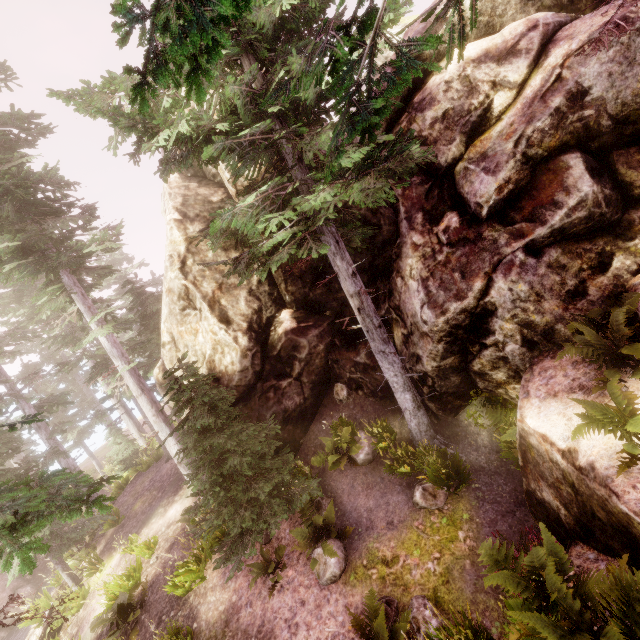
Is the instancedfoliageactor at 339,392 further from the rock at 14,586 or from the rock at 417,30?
the rock at 14,586

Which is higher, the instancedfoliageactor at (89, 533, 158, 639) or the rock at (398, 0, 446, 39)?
the rock at (398, 0, 446, 39)

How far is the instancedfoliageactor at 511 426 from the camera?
7.21m

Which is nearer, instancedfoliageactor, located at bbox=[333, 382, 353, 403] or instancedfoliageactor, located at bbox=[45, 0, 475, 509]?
instancedfoliageactor, located at bbox=[45, 0, 475, 509]

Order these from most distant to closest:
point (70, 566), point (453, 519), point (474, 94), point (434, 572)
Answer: point (70, 566) < point (474, 94) < point (453, 519) < point (434, 572)

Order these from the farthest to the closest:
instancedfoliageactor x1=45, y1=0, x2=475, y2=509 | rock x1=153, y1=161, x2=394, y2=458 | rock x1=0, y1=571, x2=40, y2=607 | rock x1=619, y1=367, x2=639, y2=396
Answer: rock x1=0, y1=571, x2=40, y2=607 → rock x1=153, y1=161, x2=394, y2=458 → rock x1=619, y1=367, x2=639, y2=396 → instancedfoliageactor x1=45, y1=0, x2=475, y2=509
